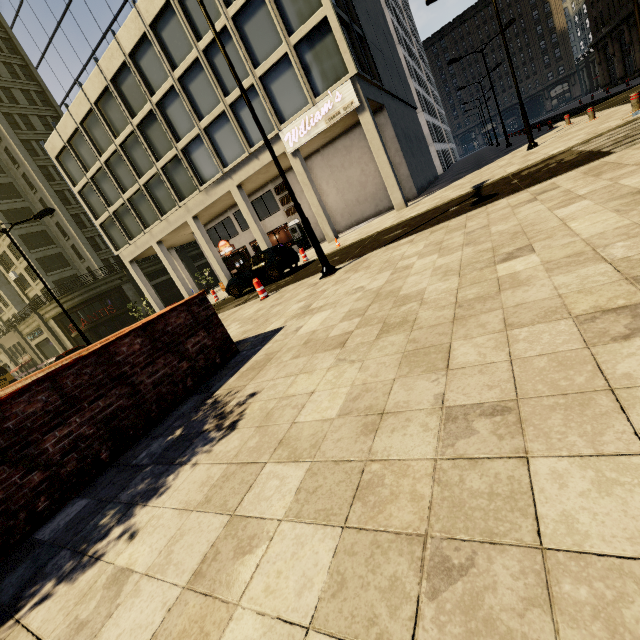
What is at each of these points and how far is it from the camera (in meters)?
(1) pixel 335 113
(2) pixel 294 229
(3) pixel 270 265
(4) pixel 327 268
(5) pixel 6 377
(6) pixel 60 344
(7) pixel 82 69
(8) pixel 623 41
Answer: (1) sign, 16.98
(2) atm, 25.45
(3) car, 14.04
(4) street light, 8.90
(5) truck, 33.59
(6) building, 38.12
(7) building, 24.52
(8) building, 34.94

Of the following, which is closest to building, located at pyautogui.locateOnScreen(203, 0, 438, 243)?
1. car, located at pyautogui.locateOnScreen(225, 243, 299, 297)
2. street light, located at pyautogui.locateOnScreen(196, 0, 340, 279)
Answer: car, located at pyautogui.locateOnScreen(225, 243, 299, 297)

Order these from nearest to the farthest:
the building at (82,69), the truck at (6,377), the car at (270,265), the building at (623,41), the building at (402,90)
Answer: the car at (270,265) < the building at (402,90) < the building at (82,69) < the building at (623,41) < the truck at (6,377)

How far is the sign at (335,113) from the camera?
16.4 meters

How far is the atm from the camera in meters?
A: 25.2 m

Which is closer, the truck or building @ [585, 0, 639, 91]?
building @ [585, 0, 639, 91]

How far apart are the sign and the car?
7.3 meters
